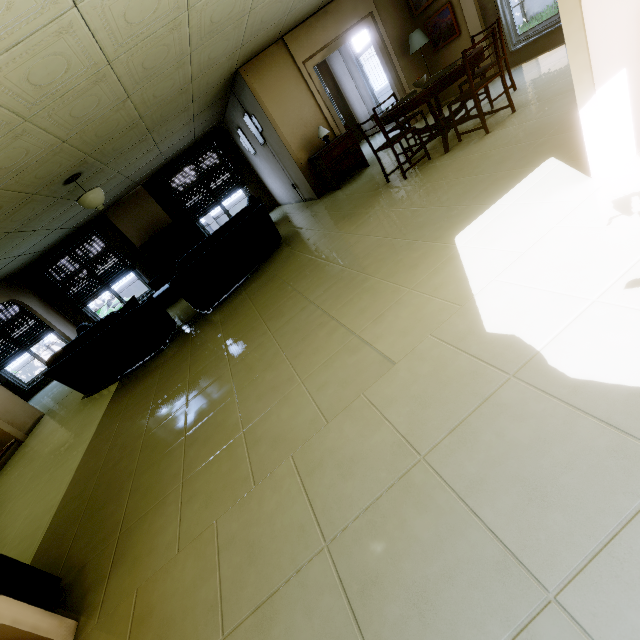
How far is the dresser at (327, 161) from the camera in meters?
6.4 m

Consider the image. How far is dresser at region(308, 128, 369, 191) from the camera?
6.4m

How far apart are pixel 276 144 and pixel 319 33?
2.1m

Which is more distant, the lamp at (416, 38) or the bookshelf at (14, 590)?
the lamp at (416, 38)

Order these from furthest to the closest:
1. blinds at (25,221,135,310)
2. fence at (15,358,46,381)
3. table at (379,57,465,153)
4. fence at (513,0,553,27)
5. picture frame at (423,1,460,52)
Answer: fence at (15,358,46,381), fence at (513,0,553,27), blinds at (25,221,135,310), picture frame at (423,1,460,52), table at (379,57,465,153)

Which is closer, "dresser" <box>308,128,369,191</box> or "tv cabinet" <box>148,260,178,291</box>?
"dresser" <box>308,128,369,191</box>

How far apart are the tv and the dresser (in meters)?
4.80

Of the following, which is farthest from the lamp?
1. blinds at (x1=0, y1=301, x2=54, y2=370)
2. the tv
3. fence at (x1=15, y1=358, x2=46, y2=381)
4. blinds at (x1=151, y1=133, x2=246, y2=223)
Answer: fence at (x1=15, y1=358, x2=46, y2=381)
